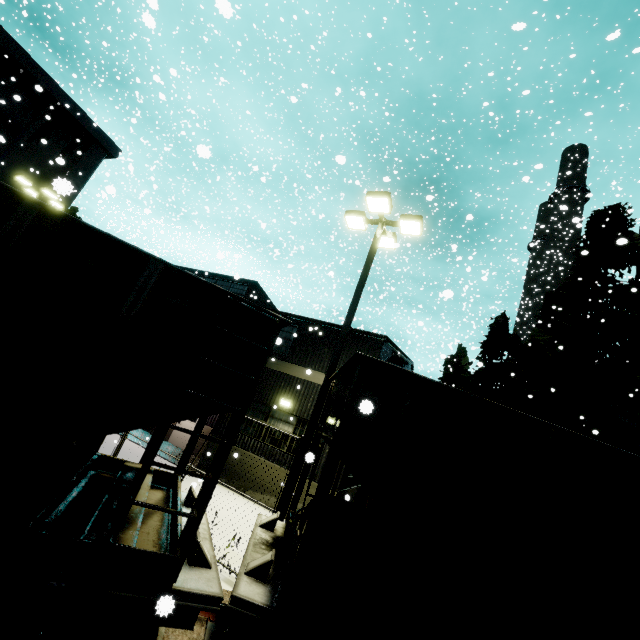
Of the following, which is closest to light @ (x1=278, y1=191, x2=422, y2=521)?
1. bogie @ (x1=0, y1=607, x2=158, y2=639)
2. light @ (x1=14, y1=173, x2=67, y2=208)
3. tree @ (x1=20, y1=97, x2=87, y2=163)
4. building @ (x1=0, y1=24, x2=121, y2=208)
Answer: tree @ (x1=20, y1=97, x2=87, y2=163)

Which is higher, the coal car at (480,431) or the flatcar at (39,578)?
the coal car at (480,431)

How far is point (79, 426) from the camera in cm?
295

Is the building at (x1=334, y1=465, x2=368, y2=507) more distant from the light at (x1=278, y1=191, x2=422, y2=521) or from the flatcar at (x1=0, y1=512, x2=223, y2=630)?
the light at (x1=278, y1=191, x2=422, y2=521)

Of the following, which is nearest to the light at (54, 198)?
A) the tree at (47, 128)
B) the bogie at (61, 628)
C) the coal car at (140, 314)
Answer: the tree at (47, 128)

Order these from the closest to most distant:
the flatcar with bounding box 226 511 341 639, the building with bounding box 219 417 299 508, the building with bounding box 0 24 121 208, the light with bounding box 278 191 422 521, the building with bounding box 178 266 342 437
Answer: the flatcar with bounding box 226 511 341 639, the light with bounding box 278 191 422 521, the building with bounding box 219 417 299 508, the building with bounding box 178 266 342 437, the building with bounding box 0 24 121 208

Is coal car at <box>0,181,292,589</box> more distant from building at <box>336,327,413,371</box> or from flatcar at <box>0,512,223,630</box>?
building at <box>336,327,413,371</box>

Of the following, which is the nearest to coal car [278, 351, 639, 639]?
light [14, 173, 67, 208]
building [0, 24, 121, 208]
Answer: building [0, 24, 121, 208]
